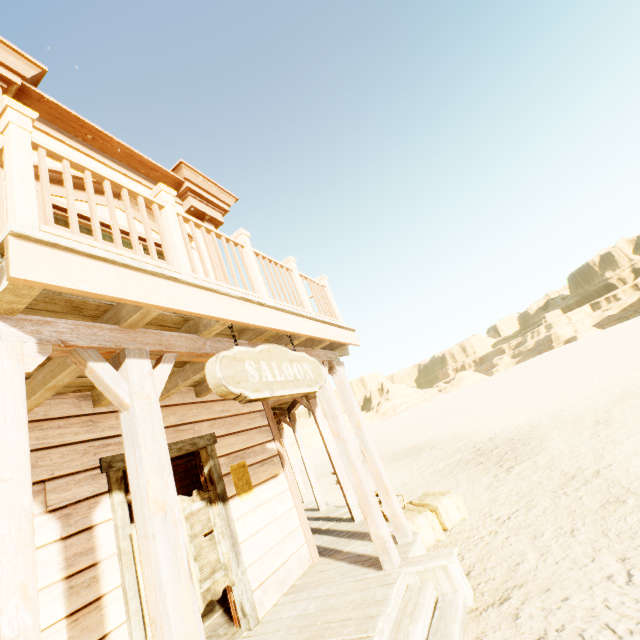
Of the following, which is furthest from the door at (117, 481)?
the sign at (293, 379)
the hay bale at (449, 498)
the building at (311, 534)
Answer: the hay bale at (449, 498)

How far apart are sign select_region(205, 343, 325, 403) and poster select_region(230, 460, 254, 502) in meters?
1.8

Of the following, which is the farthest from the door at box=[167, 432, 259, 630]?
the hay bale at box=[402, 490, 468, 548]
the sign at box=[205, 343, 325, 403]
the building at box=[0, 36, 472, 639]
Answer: the hay bale at box=[402, 490, 468, 548]

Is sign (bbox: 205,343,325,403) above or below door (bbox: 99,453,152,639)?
above

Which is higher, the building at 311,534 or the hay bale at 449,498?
the building at 311,534

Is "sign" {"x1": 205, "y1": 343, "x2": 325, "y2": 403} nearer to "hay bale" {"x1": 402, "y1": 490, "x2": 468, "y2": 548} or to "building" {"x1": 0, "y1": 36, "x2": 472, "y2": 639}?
"building" {"x1": 0, "y1": 36, "x2": 472, "y2": 639}

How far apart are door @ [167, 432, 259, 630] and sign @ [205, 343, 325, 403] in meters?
1.8

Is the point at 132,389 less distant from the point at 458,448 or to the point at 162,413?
the point at 162,413
